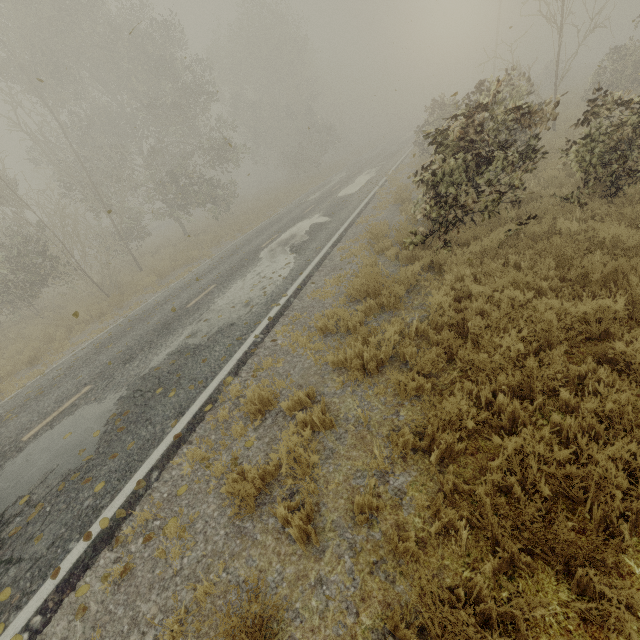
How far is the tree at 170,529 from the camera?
3.7 meters

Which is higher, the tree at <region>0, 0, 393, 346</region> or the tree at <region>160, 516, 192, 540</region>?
the tree at <region>0, 0, 393, 346</region>

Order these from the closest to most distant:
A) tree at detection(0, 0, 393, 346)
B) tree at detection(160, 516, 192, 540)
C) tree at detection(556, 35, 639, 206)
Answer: tree at detection(160, 516, 192, 540)
tree at detection(556, 35, 639, 206)
tree at detection(0, 0, 393, 346)

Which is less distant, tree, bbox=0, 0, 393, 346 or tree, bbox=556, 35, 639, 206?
tree, bbox=556, 35, 639, 206

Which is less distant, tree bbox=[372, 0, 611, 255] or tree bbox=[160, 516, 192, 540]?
tree bbox=[160, 516, 192, 540]

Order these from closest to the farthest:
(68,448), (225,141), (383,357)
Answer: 1. (383,357)
2. (68,448)
3. (225,141)

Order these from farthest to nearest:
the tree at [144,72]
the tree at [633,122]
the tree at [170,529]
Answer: the tree at [144,72], the tree at [633,122], the tree at [170,529]
